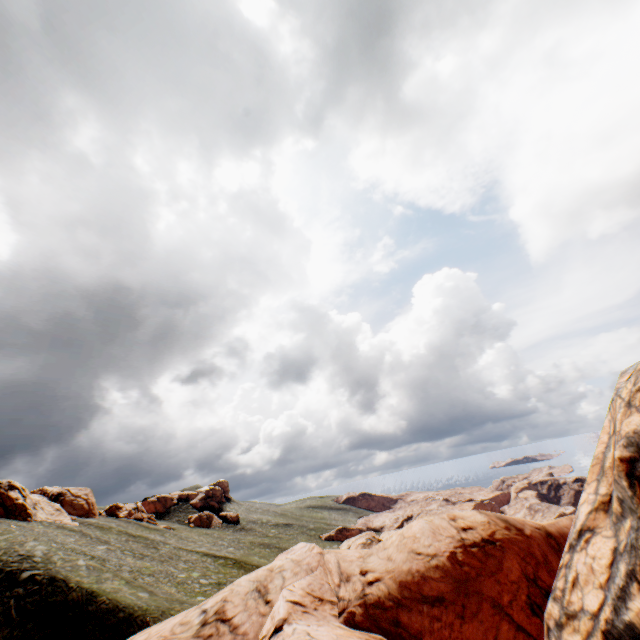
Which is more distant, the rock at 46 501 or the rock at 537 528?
the rock at 46 501

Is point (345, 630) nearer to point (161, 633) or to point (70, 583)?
point (161, 633)

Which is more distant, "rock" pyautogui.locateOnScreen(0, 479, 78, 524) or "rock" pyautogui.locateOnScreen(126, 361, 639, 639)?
"rock" pyautogui.locateOnScreen(0, 479, 78, 524)

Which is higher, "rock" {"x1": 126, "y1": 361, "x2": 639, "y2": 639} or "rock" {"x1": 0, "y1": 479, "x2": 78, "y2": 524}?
"rock" {"x1": 0, "y1": 479, "x2": 78, "y2": 524}

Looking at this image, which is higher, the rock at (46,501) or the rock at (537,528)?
the rock at (46,501)
